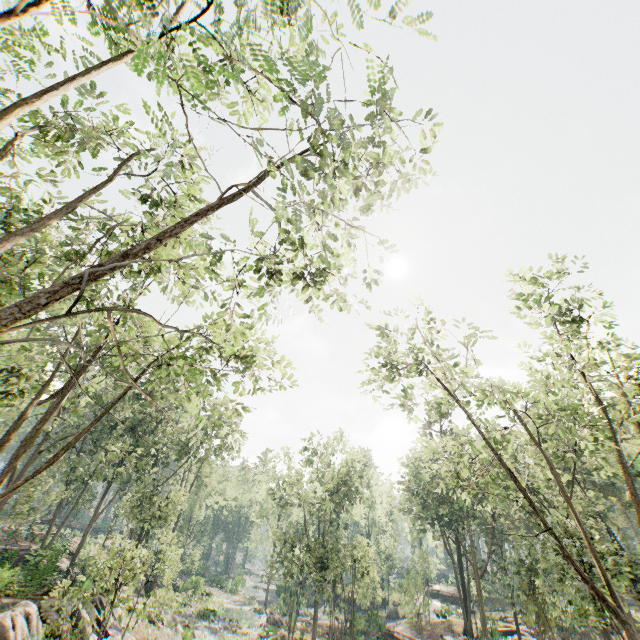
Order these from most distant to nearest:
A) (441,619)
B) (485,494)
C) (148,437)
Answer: (441,619) < (148,437) < (485,494)

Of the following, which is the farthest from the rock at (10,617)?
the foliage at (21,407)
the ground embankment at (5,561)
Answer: the ground embankment at (5,561)

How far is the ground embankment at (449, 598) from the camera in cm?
5046

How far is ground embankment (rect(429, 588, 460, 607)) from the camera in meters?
50.5 m

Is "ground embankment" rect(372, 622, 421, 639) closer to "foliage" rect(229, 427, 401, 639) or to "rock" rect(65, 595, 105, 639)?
"foliage" rect(229, 427, 401, 639)

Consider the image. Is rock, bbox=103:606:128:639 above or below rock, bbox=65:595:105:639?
below

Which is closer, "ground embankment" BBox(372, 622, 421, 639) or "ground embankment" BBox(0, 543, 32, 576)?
"ground embankment" BBox(0, 543, 32, 576)
